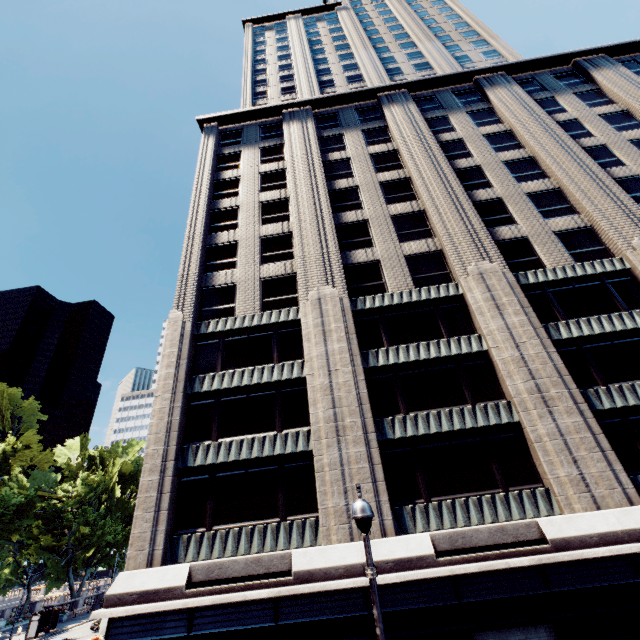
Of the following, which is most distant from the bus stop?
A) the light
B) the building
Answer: the light

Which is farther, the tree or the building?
the tree

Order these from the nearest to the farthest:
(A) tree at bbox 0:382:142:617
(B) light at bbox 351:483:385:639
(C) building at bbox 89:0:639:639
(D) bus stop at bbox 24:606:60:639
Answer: (B) light at bbox 351:483:385:639, (C) building at bbox 89:0:639:639, (D) bus stop at bbox 24:606:60:639, (A) tree at bbox 0:382:142:617

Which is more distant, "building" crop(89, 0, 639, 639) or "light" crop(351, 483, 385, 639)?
"building" crop(89, 0, 639, 639)

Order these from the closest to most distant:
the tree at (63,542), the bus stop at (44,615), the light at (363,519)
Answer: the light at (363,519) → the bus stop at (44,615) → the tree at (63,542)

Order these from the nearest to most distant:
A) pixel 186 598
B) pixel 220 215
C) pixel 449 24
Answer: pixel 186 598
pixel 220 215
pixel 449 24

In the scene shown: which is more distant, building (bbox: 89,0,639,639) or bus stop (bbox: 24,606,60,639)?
bus stop (bbox: 24,606,60,639)

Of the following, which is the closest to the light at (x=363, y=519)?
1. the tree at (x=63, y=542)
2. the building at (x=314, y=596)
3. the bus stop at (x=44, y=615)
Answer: the building at (x=314, y=596)
